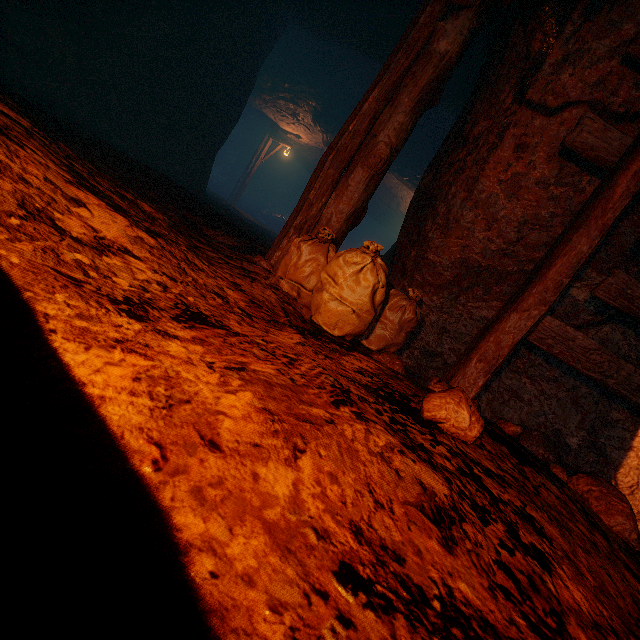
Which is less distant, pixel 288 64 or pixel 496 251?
pixel 496 251

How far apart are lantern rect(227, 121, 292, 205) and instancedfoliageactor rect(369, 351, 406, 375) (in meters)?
16.10

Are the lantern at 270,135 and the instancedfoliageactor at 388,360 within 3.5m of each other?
no

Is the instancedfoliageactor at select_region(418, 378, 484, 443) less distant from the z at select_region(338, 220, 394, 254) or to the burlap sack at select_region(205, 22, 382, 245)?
the burlap sack at select_region(205, 22, 382, 245)

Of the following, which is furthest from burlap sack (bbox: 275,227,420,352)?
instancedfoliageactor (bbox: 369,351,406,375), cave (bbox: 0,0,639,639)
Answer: instancedfoliageactor (bbox: 369,351,406,375)

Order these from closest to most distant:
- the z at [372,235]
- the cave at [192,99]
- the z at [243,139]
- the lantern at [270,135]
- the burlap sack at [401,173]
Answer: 1. the cave at [192,99]
2. the burlap sack at [401,173]
3. the lantern at [270,135]
4. the z at [243,139]
5. the z at [372,235]

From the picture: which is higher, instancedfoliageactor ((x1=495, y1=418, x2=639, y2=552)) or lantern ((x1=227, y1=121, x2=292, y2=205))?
lantern ((x1=227, y1=121, x2=292, y2=205))

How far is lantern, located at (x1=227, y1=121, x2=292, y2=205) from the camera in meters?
16.4
